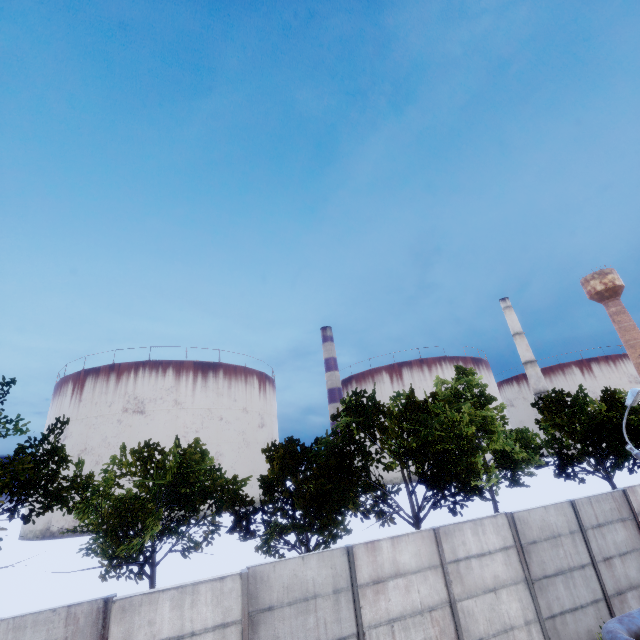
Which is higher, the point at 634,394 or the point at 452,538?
the point at 634,394

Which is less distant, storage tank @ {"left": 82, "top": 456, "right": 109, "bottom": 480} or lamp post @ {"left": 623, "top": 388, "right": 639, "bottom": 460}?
lamp post @ {"left": 623, "top": 388, "right": 639, "bottom": 460}

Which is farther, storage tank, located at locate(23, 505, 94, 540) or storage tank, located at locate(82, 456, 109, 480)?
storage tank, located at locate(82, 456, 109, 480)

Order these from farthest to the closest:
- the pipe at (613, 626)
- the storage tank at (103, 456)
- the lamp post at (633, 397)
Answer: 1. the storage tank at (103, 456)
2. the lamp post at (633, 397)
3. the pipe at (613, 626)

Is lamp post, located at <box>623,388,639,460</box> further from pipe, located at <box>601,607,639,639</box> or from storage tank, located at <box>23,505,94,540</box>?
storage tank, located at <box>23,505,94,540</box>

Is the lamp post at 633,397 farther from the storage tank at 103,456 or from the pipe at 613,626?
the storage tank at 103,456
